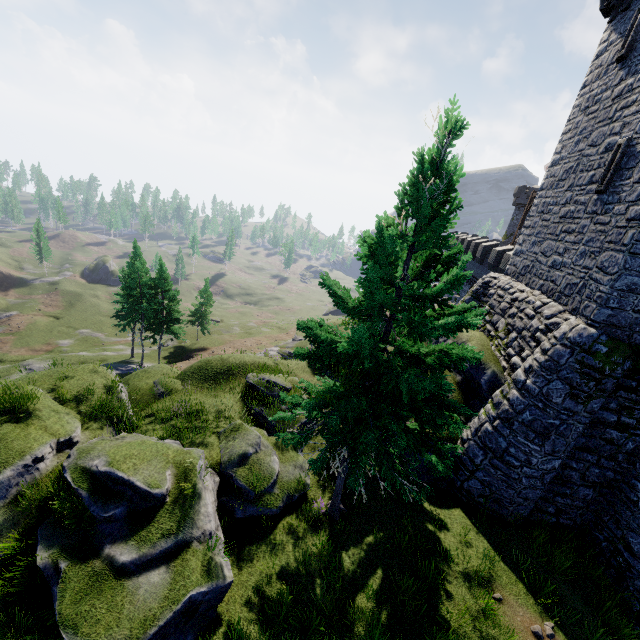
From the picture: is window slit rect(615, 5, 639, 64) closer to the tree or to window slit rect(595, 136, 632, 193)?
window slit rect(595, 136, 632, 193)

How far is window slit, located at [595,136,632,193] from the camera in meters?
12.2 m

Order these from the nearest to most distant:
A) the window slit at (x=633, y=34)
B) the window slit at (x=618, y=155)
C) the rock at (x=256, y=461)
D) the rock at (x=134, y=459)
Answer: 1. the rock at (x=134, y=459)
2. the rock at (x=256, y=461)
3. the window slit at (x=618, y=155)
4. the window slit at (x=633, y=34)

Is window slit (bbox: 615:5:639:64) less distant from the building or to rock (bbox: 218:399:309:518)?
the building

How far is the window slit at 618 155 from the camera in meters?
12.2

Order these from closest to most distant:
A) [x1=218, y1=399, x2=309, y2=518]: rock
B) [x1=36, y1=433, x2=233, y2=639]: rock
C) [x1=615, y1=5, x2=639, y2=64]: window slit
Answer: [x1=36, y1=433, x2=233, y2=639]: rock
[x1=218, y1=399, x2=309, y2=518]: rock
[x1=615, y1=5, x2=639, y2=64]: window slit

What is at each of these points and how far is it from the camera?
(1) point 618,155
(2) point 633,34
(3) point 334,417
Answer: (1) window slit, 12.4m
(2) window slit, 13.3m
(3) tree, 7.4m

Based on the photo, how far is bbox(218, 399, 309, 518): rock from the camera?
11.1 meters
